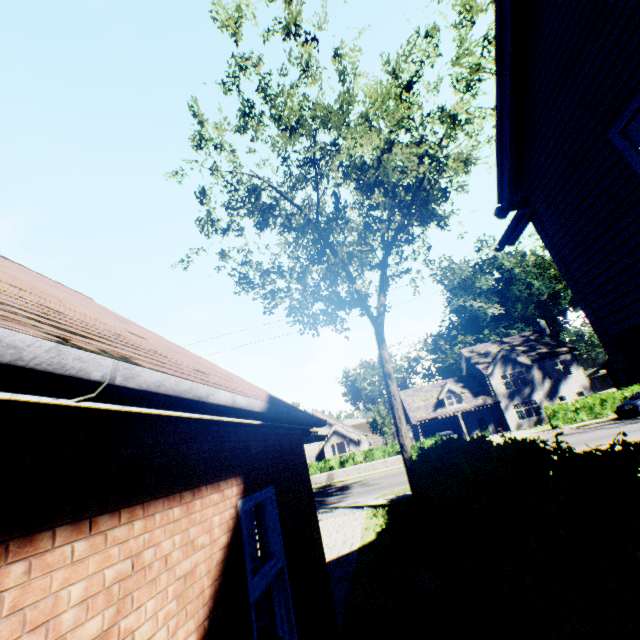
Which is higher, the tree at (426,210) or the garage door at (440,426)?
the tree at (426,210)

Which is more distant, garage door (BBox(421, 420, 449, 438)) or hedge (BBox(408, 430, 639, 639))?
garage door (BBox(421, 420, 449, 438))

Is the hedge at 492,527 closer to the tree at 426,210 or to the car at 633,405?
the tree at 426,210

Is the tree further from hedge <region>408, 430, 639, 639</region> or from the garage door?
the garage door

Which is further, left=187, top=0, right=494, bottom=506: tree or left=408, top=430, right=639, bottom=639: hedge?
left=187, top=0, right=494, bottom=506: tree

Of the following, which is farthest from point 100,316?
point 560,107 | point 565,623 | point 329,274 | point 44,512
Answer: point 329,274

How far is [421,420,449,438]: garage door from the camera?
40.2 meters

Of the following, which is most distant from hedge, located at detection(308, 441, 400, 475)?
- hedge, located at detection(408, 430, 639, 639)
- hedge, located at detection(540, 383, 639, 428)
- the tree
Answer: hedge, located at detection(408, 430, 639, 639)
